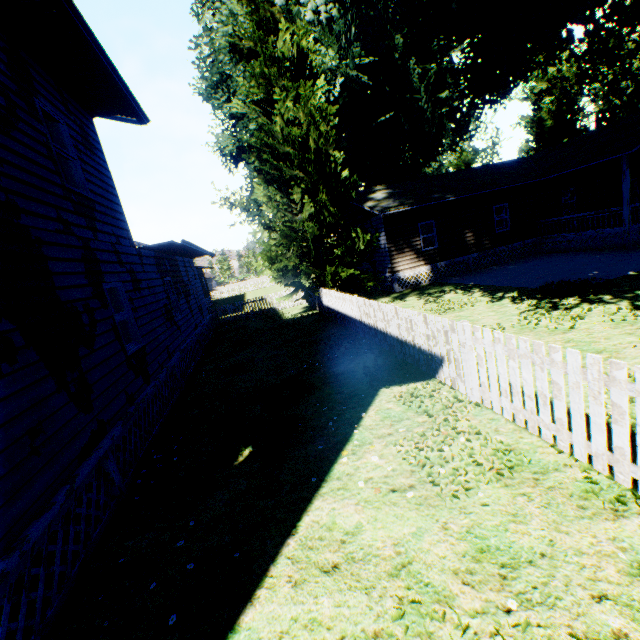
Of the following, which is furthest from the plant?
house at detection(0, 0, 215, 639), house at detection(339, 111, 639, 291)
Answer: house at detection(0, 0, 215, 639)

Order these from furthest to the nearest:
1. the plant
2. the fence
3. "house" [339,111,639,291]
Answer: "house" [339,111,639,291]
the plant
the fence

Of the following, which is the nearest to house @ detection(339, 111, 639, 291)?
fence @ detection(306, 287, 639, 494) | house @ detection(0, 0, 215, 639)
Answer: fence @ detection(306, 287, 639, 494)

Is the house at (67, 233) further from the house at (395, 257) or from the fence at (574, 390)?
the house at (395, 257)

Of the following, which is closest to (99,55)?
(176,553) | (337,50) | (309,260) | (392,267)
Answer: (176,553)

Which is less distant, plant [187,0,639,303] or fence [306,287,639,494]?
fence [306,287,639,494]

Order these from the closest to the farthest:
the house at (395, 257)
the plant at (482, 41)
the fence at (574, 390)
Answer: the fence at (574, 390), the plant at (482, 41), the house at (395, 257)
